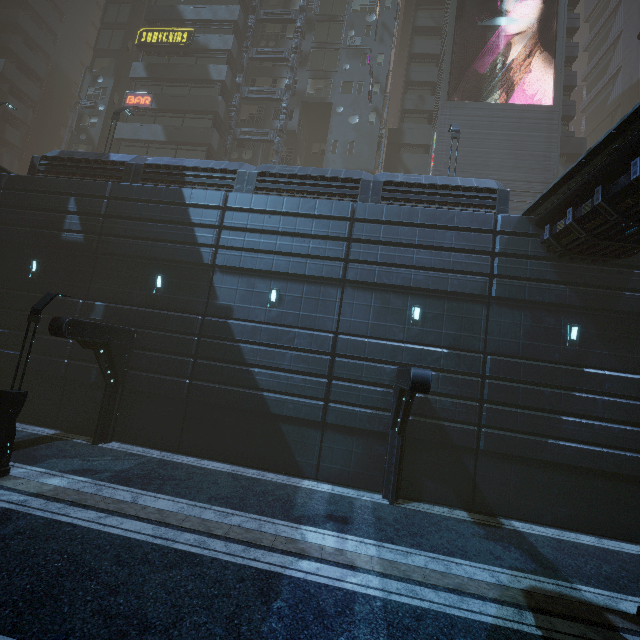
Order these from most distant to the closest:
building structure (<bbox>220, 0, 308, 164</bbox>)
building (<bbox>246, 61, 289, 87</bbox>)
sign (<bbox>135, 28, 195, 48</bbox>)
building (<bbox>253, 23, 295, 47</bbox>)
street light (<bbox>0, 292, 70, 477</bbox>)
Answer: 1. building (<bbox>253, 23, 295, 47</bbox>)
2. building (<bbox>246, 61, 289, 87</bbox>)
3. sign (<bbox>135, 28, 195, 48</bbox>)
4. building structure (<bbox>220, 0, 308, 164</bbox>)
5. street light (<bbox>0, 292, 70, 477</bbox>)

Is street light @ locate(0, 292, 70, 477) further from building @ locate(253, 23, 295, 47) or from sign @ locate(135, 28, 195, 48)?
sign @ locate(135, 28, 195, 48)

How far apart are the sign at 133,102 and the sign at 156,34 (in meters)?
4.34

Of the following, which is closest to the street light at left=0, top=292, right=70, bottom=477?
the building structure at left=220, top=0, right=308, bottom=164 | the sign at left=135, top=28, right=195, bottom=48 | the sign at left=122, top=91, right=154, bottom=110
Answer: the building structure at left=220, top=0, right=308, bottom=164

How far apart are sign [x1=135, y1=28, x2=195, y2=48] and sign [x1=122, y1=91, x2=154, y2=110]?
4.3 meters

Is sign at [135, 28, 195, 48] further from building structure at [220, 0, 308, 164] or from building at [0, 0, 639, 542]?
building structure at [220, 0, 308, 164]

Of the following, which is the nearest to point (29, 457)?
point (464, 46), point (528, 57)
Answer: point (528, 57)

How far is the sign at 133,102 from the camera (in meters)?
27.81
